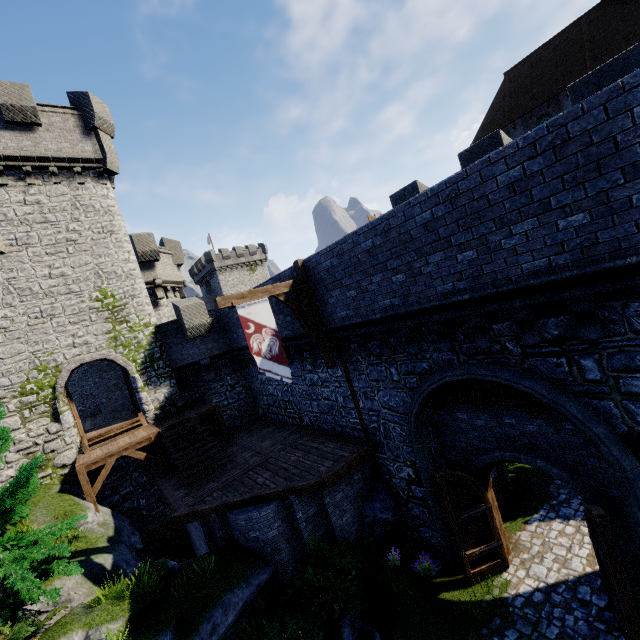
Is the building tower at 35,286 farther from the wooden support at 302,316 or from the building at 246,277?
the building at 246,277

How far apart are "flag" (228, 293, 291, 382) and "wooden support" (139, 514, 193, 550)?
9.42m

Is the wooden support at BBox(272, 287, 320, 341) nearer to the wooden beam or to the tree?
the wooden beam

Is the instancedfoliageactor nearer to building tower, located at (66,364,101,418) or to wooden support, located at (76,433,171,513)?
wooden support, located at (76,433,171,513)

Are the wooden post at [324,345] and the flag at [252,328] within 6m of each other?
yes

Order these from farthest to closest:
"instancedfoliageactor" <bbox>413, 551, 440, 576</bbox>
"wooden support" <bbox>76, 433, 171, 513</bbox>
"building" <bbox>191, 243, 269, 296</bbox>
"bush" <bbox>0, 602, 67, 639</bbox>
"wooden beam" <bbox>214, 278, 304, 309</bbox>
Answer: "building" <bbox>191, 243, 269, 296</bbox>
"wooden support" <bbox>76, 433, 171, 513</bbox>
"instancedfoliageactor" <bbox>413, 551, 440, 576</bbox>
"wooden beam" <bbox>214, 278, 304, 309</bbox>
"bush" <bbox>0, 602, 67, 639</bbox>

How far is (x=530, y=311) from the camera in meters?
6.5 m

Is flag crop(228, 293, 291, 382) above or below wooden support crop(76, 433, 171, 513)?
above
